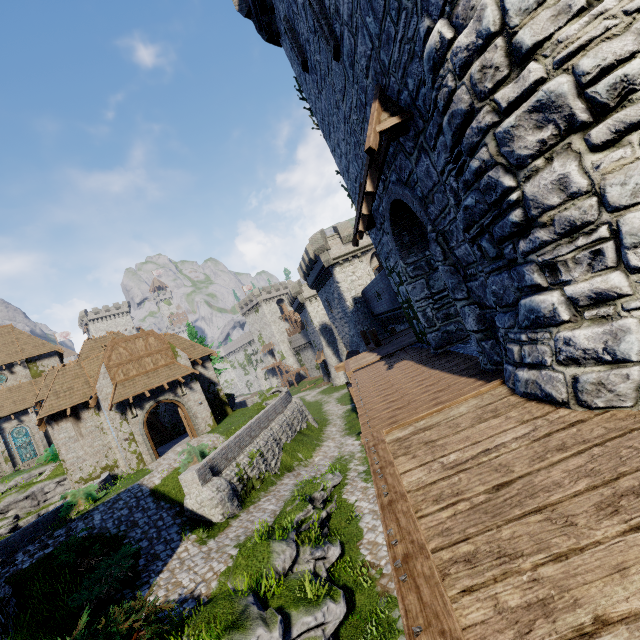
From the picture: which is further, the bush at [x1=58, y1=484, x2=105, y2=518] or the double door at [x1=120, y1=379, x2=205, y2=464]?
the double door at [x1=120, y1=379, x2=205, y2=464]

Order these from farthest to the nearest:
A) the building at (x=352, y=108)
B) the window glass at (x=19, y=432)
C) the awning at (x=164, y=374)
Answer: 1. the window glass at (x=19, y=432)
2. the awning at (x=164, y=374)
3. the building at (x=352, y=108)

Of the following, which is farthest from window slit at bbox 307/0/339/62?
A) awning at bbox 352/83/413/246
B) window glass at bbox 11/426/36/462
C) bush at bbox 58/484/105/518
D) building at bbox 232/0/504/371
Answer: window glass at bbox 11/426/36/462

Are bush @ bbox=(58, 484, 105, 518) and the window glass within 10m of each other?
no

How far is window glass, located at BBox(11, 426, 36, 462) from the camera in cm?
3341

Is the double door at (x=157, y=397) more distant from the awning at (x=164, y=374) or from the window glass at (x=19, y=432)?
the window glass at (x=19, y=432)

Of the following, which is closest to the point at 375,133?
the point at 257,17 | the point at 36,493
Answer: the point at 257,17

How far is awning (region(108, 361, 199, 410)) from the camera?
21.9m
